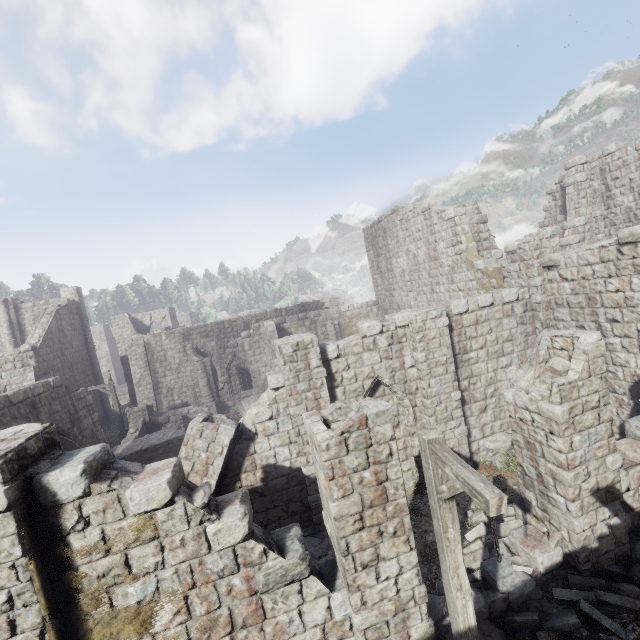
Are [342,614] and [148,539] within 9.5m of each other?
yes

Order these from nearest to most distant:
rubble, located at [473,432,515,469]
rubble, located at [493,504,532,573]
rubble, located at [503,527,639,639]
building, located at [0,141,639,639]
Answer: building, located at [0,141,639,639]
rubble, located at [503,527,639,639]
rubble, located at [493,504,532,573]
rubble, located at [473,432,515,469]

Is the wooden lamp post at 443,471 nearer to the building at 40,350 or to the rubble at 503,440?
the building at 40,350

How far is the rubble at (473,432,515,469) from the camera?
11.3m

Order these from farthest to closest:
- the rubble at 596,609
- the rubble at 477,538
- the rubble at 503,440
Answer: the rubble at 503,440
the rubble at 477,538
the rubble at 596,609

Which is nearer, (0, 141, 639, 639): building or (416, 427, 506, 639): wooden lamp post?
(416, 427, 506, 639): wooden lamp post

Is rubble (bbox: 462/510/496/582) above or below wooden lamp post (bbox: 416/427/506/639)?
below

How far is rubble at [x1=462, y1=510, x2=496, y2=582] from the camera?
7.5m
